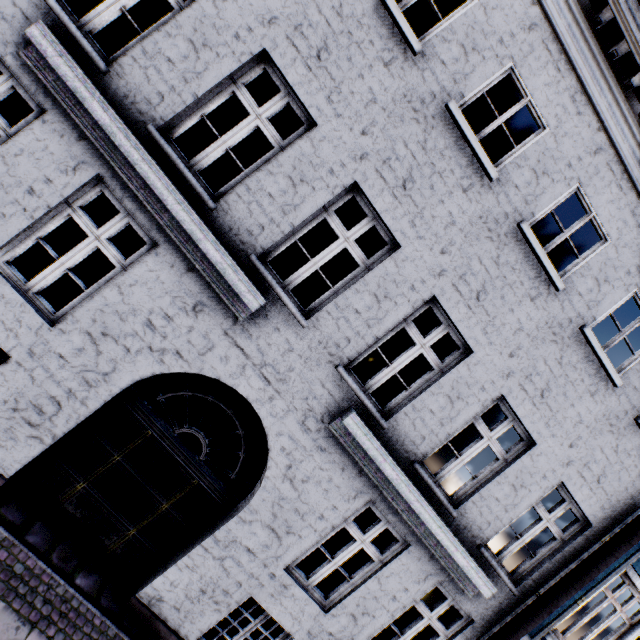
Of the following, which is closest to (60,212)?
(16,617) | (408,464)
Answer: (16,617)
